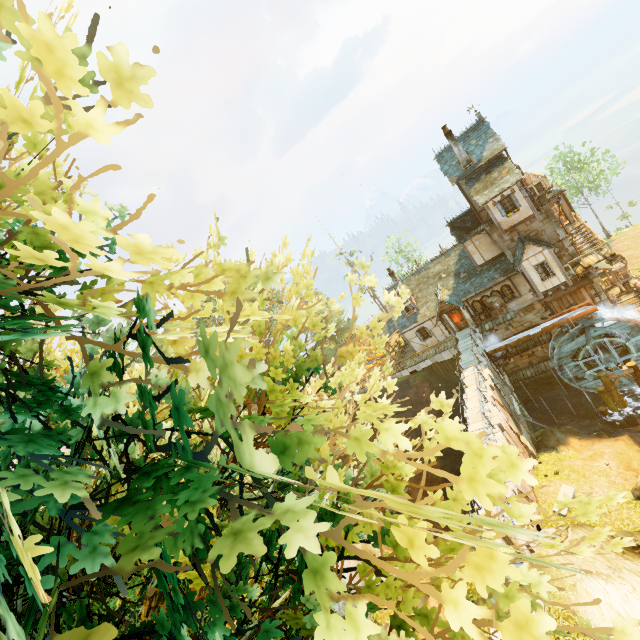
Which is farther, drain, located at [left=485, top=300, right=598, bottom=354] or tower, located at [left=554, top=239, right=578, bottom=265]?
tower, located at [left=554, top=239, right=578, bottom=265]

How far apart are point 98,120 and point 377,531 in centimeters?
605cm

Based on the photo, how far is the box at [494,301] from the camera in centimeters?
2605cm

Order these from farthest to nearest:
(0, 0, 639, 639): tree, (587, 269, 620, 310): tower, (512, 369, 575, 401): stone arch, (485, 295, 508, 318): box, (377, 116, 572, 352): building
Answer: (512, 369, 575, 401): stone arch → (485, 295, 508, 318): box → (587, 269, 620, 310): tower → (377, 116, 572, 352): building → (0, 0, 639, 639): tree

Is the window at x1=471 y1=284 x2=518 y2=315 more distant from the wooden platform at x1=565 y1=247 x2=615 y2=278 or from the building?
the wooden platform at x1=565 y1=247 x2=615 y2=278

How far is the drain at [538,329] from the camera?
23.3 meters

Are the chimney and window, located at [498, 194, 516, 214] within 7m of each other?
yes

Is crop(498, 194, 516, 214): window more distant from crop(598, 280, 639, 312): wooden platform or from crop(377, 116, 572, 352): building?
crop(598, 280, 639, 312): wooden platform
